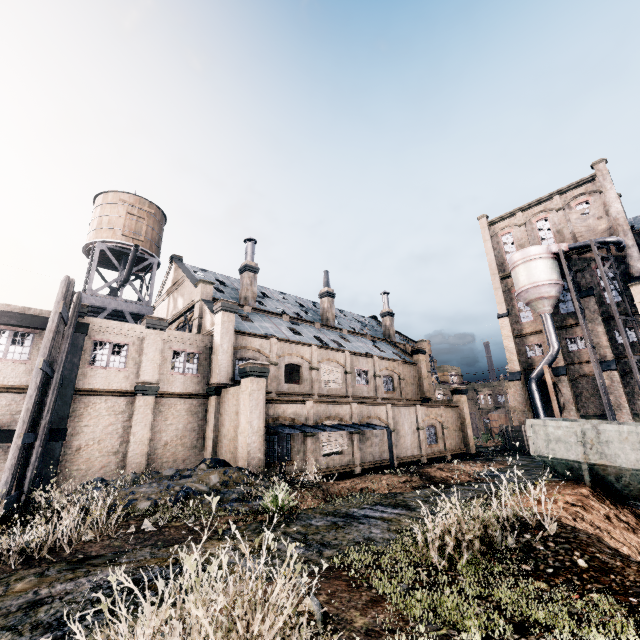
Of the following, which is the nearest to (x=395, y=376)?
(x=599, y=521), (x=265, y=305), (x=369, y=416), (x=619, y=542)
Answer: (x=369, y=416)

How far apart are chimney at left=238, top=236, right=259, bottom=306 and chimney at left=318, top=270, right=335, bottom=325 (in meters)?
9.45

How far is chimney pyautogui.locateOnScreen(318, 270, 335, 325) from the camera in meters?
39.5

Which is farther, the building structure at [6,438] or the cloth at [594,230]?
the cloth at [594,230]

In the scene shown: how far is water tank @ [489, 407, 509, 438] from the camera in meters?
56.9

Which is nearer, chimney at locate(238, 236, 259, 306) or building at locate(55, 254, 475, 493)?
building at locate(55, 254, 475, 493)

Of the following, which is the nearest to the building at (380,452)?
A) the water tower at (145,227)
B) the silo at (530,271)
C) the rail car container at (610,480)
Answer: the silo at (530,271)

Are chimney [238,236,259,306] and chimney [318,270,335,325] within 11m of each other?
yes
